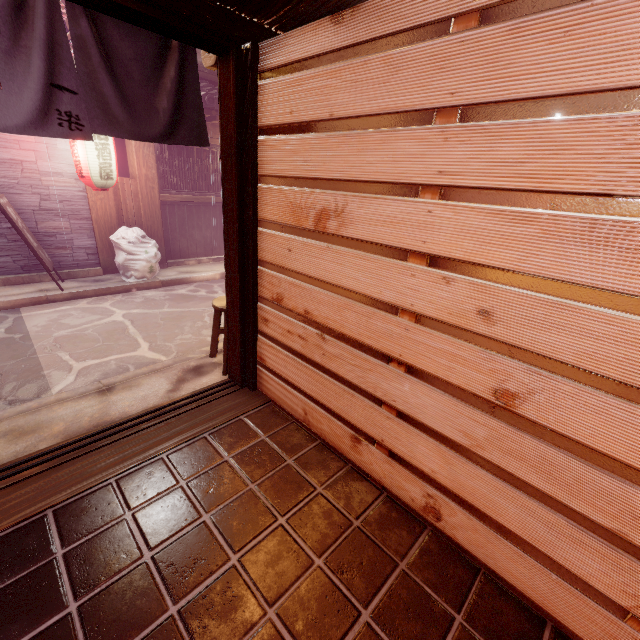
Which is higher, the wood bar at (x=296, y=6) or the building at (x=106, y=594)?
the wood bar at (x=296, y=6)

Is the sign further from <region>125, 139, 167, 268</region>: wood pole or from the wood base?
the wood base

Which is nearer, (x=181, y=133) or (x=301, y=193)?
(x=301, y=193)

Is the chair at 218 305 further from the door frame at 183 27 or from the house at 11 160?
the house at 11 160

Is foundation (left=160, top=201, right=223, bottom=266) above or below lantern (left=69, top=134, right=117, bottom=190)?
below

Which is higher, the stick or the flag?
the flag

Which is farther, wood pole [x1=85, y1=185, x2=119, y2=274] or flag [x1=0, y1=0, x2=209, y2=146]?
wood pole [x1=85, y1=185, x2=119, y2=274]

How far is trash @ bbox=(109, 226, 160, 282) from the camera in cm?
1114
